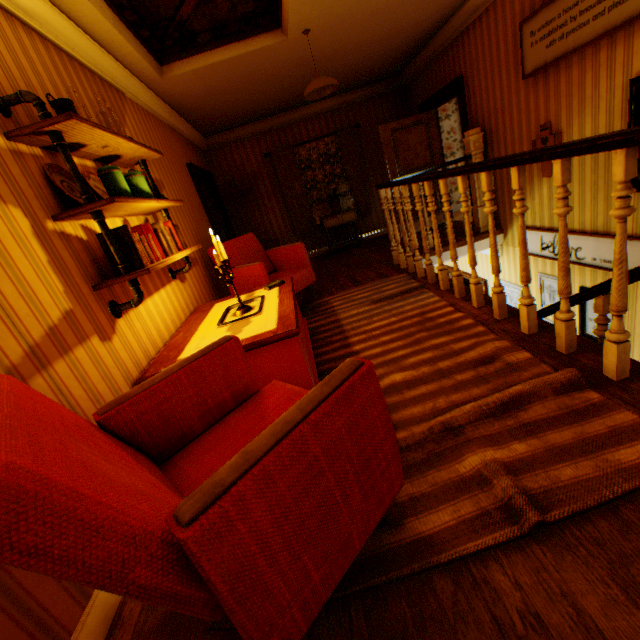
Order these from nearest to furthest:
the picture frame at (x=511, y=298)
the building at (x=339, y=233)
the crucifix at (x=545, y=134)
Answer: the crucifix at (x=545, y=134), the picture frame at (x=511, y=298), the building at (x=339, y=233)

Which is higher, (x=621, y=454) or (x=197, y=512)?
(x=197, y=512)

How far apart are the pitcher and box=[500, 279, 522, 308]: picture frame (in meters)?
5.88

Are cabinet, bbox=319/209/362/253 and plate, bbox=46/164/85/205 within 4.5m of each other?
no

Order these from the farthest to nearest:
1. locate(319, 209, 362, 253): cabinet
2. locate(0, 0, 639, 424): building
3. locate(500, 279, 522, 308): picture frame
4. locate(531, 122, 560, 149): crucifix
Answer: locate(319, 209, 362, 253): cabinet
locate(500, 279, 522, 308): picture frame
locate(531, 122, 560, 149): crucifix
locate(0, 0, 639, 424): building

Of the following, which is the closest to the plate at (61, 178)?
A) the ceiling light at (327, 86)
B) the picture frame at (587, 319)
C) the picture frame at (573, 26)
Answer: the ceiling light at (327, 86)

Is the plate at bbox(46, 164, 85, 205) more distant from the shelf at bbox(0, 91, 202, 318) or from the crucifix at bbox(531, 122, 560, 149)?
the crucifix at bbox(531, 122, 560, 149)

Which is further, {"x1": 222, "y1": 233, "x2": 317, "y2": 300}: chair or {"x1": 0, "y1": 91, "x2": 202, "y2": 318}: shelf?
{"x1": 222, "y1": 233, "x2": 317, "y2": 300}: chair
